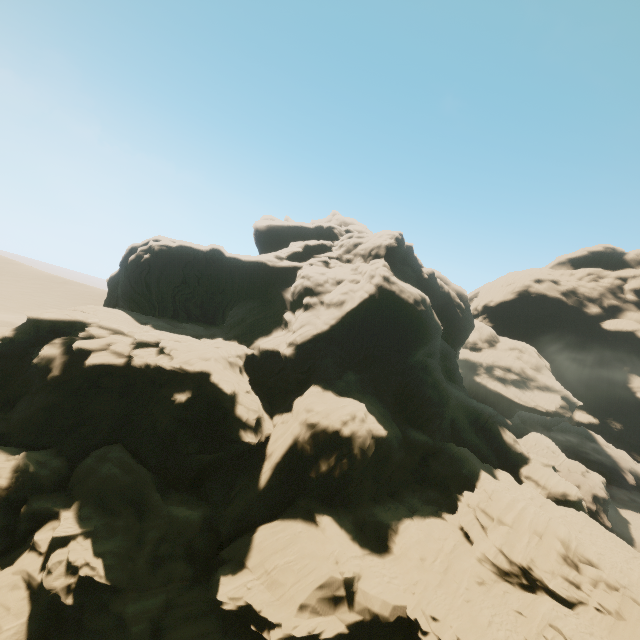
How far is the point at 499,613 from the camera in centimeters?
1938cm
